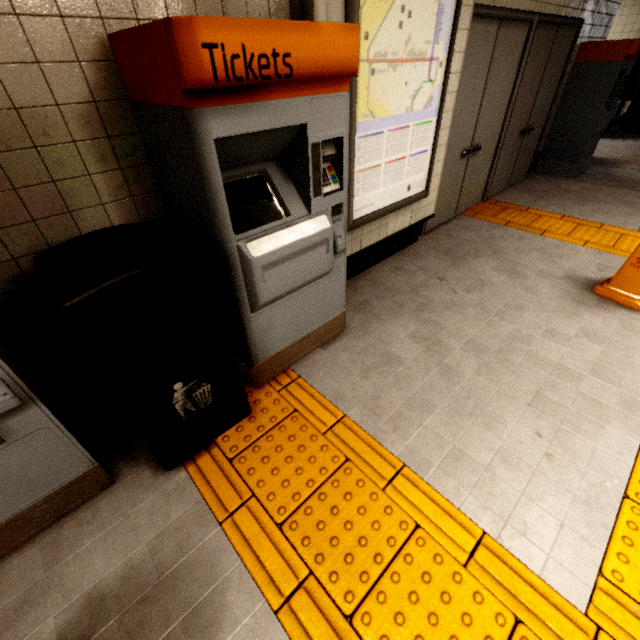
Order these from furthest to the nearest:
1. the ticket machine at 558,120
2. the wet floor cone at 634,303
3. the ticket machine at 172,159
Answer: the ticket machine at 558,120 < the wet floor cone at 634,303 < the ticket machine at 172,159

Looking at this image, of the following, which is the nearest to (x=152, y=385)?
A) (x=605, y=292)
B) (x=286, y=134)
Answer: (x=286, y=134)

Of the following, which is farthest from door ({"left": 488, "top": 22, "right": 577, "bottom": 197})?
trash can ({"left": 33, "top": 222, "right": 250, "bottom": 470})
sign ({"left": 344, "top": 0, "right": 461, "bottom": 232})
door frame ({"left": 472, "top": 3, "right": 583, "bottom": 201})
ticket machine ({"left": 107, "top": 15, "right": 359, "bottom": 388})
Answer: trash can ({"left": 33, "top": 222, "right": 250, "bottom": 470})

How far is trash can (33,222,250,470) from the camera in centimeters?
117cm

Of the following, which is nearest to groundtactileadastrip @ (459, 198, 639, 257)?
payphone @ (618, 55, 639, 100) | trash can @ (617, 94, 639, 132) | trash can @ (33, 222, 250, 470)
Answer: trash can @ (33, 222, 250, 470)

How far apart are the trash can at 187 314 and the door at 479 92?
3.12m

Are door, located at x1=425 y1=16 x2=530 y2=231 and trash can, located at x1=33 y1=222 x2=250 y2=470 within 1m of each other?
no

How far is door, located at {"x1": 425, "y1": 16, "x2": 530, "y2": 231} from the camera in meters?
3.3 m
